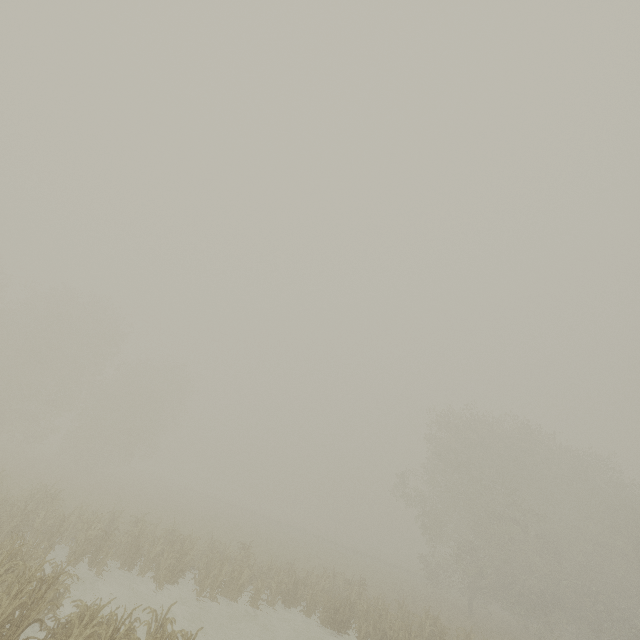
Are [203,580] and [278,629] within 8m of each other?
yes
